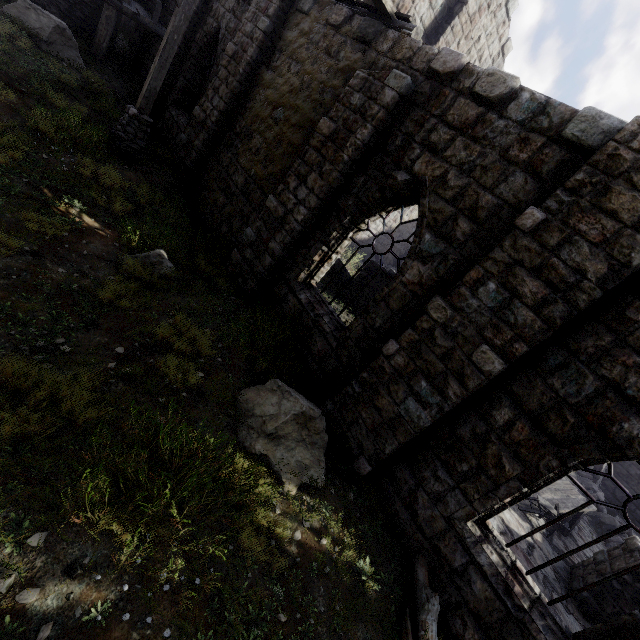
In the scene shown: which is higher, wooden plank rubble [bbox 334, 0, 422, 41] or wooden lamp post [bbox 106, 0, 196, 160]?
wooden plank rubble [bbox 334, 0, 422, 41]

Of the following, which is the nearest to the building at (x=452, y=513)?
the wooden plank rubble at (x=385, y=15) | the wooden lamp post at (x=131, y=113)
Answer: the wooden plank rubble at (x=385, y=15)

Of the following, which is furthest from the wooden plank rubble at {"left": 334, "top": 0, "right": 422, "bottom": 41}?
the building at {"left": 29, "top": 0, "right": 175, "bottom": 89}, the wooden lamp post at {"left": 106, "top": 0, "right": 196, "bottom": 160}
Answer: the wooden lamp post at {"left": 106, "top": 0, "right": 196, "bottom": 160}

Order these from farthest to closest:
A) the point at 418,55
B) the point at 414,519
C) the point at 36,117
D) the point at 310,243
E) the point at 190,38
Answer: the point at 190,38, the point at 36,117, the point at 310,243, the point at 418,55, the point at 414,519

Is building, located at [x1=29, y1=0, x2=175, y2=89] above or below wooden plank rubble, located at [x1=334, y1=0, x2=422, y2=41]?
below

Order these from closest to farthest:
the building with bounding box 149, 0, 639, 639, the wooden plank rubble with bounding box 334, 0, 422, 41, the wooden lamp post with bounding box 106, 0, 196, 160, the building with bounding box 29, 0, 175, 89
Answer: the building with bounding box 149, 0, 639, 639 < the wooden plank rubble with bounding box 334, 0, 422, 41 < the wooden lamp post with bounding box 106, 0, 196, 160 < the building with bounding box 29, 0, 175, 89

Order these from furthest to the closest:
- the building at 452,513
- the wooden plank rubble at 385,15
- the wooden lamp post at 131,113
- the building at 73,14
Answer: the building at 73,14, the wooden lamp post at 131,113, the wooden plank rubble at 385,15, the building at 452,513
